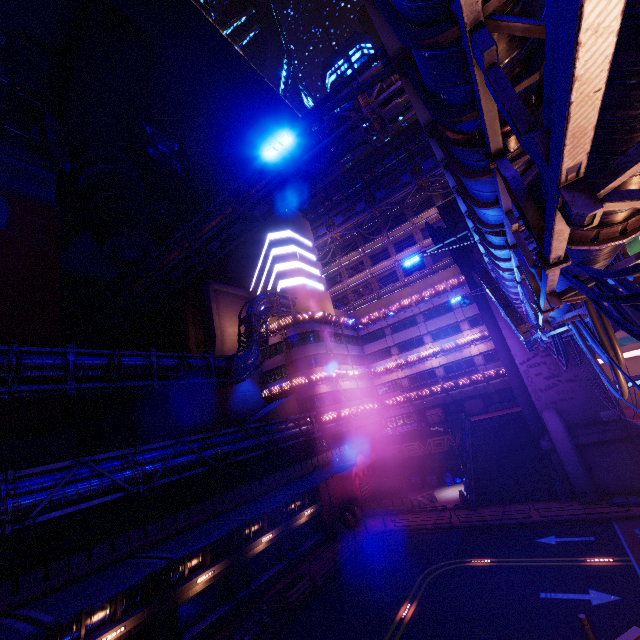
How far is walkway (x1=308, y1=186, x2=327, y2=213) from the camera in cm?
5572

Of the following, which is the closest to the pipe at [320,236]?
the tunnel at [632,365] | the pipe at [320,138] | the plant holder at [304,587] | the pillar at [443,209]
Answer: the pillar at [443,209]

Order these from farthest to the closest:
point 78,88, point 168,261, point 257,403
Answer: point 78,88 < point 257,403 < point 168,261

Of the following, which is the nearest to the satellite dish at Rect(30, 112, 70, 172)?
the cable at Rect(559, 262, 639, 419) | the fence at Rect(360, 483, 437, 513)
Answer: the cable at Rect(559, 262, 639, 419)

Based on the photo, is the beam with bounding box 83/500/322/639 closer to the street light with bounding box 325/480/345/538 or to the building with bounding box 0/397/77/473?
the street light with bounding box 325/480/345/538

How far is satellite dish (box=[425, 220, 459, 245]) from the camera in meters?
32.3

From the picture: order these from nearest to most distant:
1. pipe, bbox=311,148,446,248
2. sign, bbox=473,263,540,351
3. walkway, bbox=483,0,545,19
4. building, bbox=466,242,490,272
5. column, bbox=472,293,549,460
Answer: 1. walkway, bbox=483,0,545,19
2. sign, bbox=473,263,540,351
3. building, bbox=466,242,490,272
4. column, bbox=472,293,549,460
5. pipe, bbox=311,148,446,248

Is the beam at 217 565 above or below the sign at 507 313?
below
